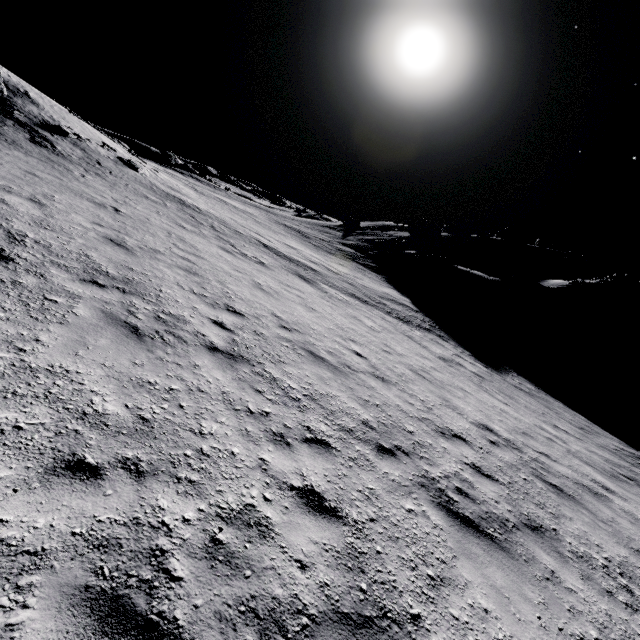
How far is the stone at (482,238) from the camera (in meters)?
47.59

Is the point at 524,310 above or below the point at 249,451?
above

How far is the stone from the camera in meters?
47.6 m
